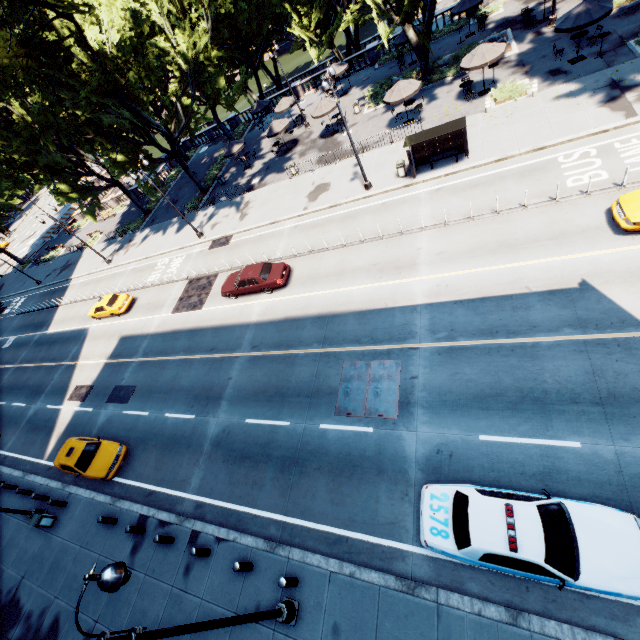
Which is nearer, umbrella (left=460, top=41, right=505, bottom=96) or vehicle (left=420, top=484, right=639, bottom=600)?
vehicle (left=420, top=484, right=639, bottom=600)

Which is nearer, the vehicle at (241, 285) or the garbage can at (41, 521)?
the garbage can at (41, 521)

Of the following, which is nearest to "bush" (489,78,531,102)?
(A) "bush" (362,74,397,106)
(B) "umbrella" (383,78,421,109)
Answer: (B) "umbrella" (383,78,421,109)

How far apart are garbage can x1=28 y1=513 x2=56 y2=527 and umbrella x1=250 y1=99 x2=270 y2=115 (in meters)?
41.05

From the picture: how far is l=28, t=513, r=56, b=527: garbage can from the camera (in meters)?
16.31

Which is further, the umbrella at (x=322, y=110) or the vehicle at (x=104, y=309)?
the umbrella at (x=322, y=110)

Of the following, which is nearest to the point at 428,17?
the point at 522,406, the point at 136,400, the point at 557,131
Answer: the point at 557,131

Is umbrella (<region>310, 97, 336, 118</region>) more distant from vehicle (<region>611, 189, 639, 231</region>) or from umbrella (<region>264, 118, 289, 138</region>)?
vehicle (<region>611, 189, 639, 231</region>)
